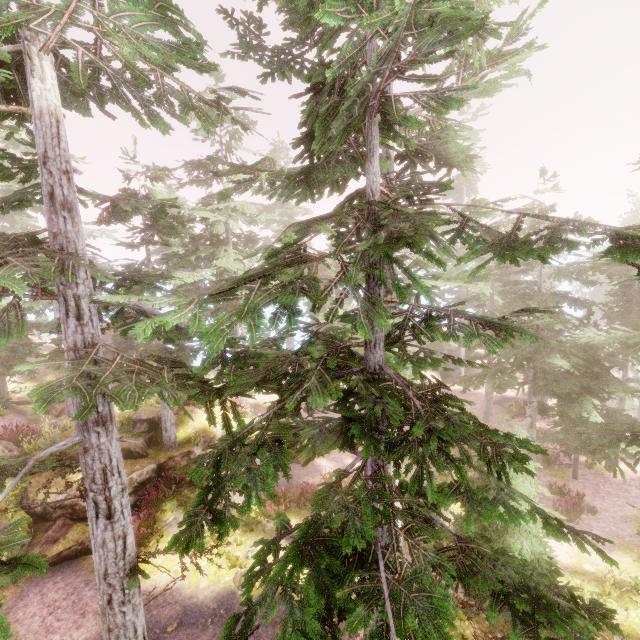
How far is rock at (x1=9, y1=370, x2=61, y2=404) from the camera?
27.3 meters

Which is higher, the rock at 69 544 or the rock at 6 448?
the rock at 6 448

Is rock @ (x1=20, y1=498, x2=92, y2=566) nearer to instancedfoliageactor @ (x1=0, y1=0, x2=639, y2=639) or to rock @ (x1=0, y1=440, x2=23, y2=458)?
instancedfoliageactor @ (x1=0, y1=0, x2=639, y2=639)

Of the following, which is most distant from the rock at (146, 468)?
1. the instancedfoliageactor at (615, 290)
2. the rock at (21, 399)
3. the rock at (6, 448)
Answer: the rock at (21, 399)

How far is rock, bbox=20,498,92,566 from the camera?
12.5m

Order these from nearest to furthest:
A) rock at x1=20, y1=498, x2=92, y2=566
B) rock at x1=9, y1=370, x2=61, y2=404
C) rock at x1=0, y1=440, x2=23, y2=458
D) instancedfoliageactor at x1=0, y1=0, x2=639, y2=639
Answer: instancedfoliageactor at x1=0, y1=0, x2=639, y2=639 < rock at x1=20, y1=498, x2=92, y2=566 < rock at x1=0, y1=440, x2=23, y2=458 < rock at x1=9, y1=370, x2=61, y2=404

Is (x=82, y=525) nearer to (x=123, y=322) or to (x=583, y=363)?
(x=123, y=322)

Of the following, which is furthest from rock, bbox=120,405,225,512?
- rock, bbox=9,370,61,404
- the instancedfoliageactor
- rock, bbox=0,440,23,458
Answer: rock, bbox=9,370,61,404
